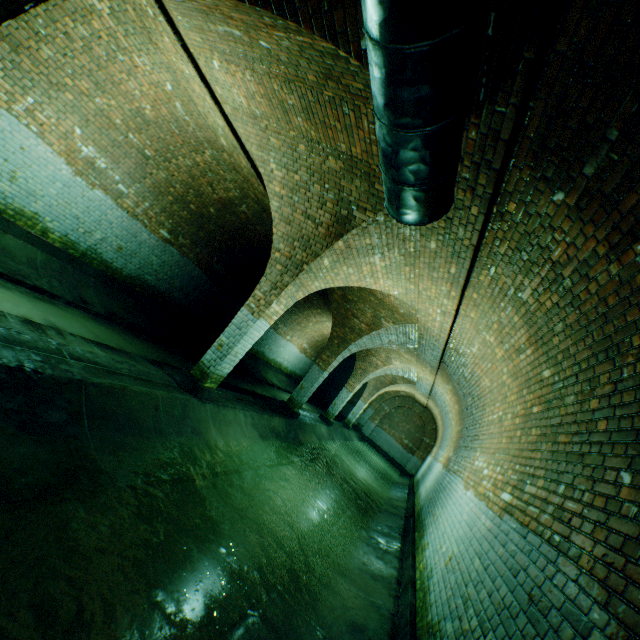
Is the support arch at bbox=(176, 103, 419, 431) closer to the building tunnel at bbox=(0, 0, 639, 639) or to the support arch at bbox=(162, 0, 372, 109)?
the building tunnel at bbox=(0, 0, 639, 639)

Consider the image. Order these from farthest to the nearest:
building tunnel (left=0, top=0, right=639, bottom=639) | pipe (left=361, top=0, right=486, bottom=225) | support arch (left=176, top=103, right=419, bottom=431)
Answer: support arch (left=176, top=103, right=419, bottom=431), building tunnel (left=0, top=0, right=639, bottom=639), pipe (left=361, top=0, right=486, bottom=225)

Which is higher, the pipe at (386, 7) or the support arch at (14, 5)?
the pipe at (386, 7)

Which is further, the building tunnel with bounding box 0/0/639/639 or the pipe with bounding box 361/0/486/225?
the building tunnel with bounding box 0/0/639/639

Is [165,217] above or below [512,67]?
below

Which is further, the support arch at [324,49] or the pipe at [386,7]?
the support arch at [324,49]

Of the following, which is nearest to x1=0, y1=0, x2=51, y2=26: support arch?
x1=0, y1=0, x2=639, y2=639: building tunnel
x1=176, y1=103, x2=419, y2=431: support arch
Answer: x1=0, y1=0, x2=639, y2=639: building tunnel
